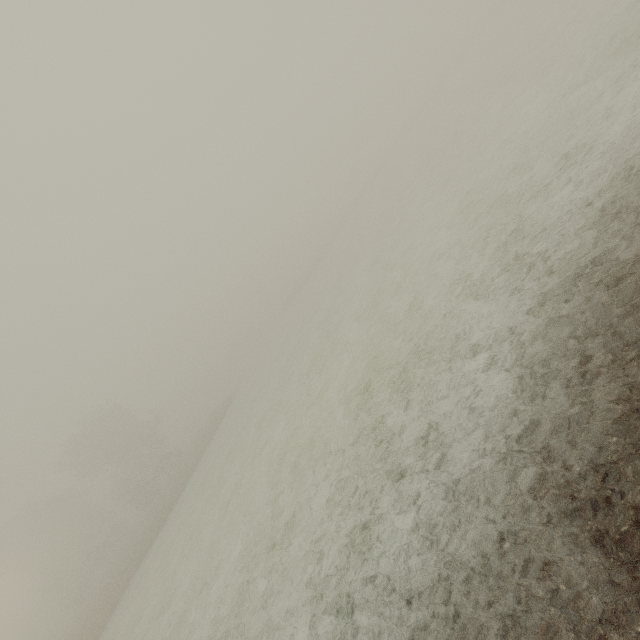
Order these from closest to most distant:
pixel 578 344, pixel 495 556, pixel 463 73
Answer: pixel 495 556 → pixel 578 344 → pixel 463 73
